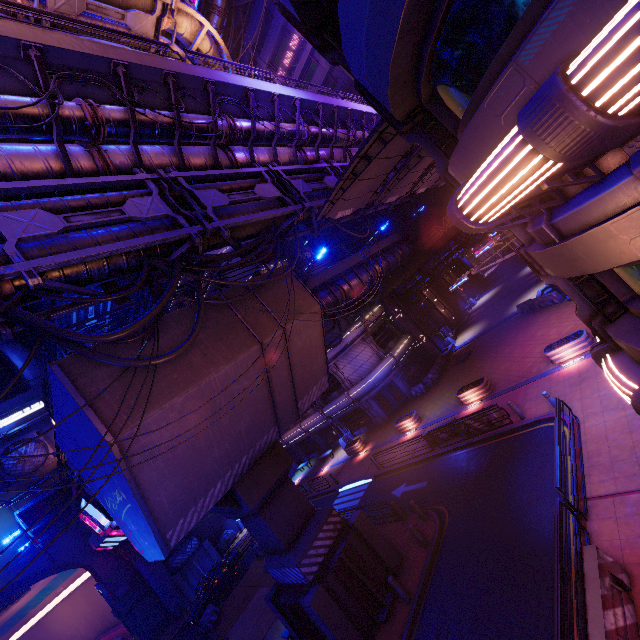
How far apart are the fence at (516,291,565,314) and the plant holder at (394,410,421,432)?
13.3m

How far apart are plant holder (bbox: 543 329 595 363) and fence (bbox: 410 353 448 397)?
12.6 meters

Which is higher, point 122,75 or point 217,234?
point 122,75

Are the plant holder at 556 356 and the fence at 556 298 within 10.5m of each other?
yes

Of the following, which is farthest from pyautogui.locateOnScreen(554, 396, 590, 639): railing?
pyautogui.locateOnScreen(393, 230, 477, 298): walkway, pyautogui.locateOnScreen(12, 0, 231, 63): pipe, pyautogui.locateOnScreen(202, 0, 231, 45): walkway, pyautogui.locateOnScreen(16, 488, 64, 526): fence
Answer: pyautogui.locateOnScreen(202, 0, 231, 45): walkway

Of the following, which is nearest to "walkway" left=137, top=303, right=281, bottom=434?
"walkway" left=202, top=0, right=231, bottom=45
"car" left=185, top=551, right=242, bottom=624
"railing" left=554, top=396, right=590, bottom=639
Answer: "car" left=185, top=551, right=242, bottom=624

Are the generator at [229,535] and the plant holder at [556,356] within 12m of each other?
no

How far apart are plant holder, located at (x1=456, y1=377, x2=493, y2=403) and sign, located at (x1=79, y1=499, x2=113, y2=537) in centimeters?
A: 2001cm
